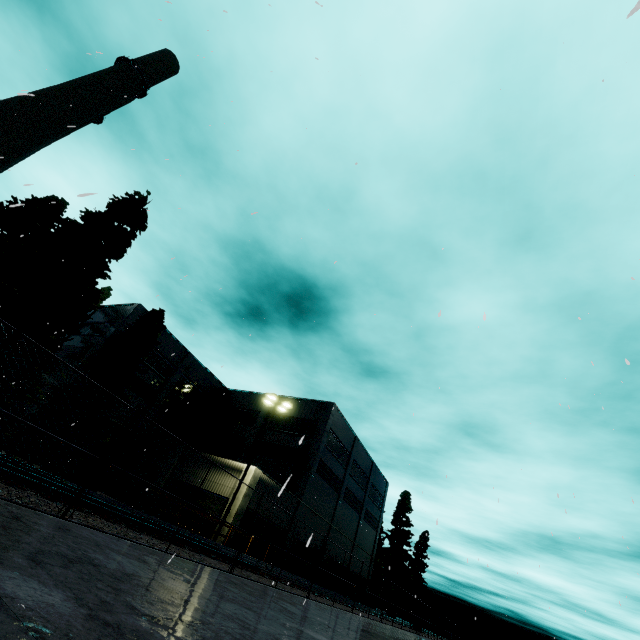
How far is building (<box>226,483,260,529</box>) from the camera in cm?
2189

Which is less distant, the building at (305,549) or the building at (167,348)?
the building at (305,549)

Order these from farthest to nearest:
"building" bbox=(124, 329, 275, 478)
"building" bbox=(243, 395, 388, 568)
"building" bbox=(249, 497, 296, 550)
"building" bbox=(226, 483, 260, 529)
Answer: "building" bbox=(124, 329, 275, 478), "building" bbox=(243, 395, 388, 568), "building" bbox=(249, 497, 296, 550), "building" bbox=(226, 483, 260, 529)

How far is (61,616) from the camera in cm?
190

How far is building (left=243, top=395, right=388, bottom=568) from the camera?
29.55m

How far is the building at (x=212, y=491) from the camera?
22.9m
